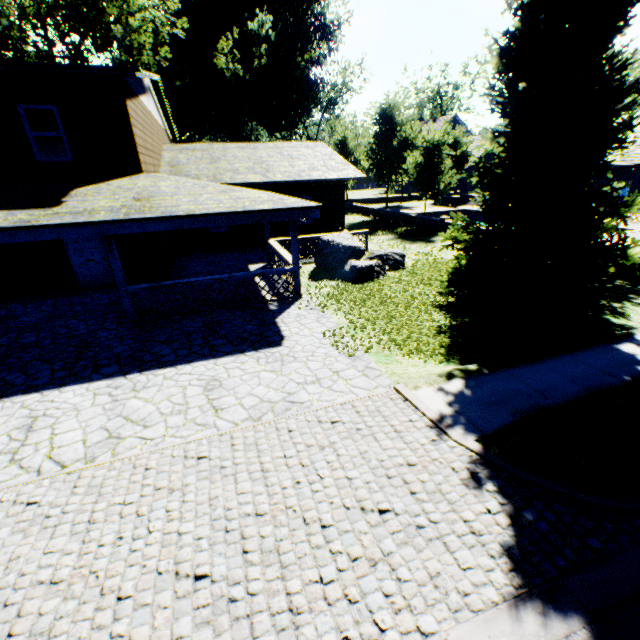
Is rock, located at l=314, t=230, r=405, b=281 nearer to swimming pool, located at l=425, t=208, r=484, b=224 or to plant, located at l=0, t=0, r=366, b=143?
plant, located at l=0, t=0, r=366, b=143

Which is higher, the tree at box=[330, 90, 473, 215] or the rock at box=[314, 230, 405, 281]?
the tree at box=[330, 90, 473, 215]

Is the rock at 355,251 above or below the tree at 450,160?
below

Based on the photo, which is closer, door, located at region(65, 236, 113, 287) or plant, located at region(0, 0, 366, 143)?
door, located at region(65, 236, 113, 287)

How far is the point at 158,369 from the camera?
7.1m

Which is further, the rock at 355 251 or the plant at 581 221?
the rock at 355 251

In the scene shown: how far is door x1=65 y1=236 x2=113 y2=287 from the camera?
12.0 meters

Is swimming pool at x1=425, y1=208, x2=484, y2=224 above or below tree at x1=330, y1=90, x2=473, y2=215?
Answer: below
